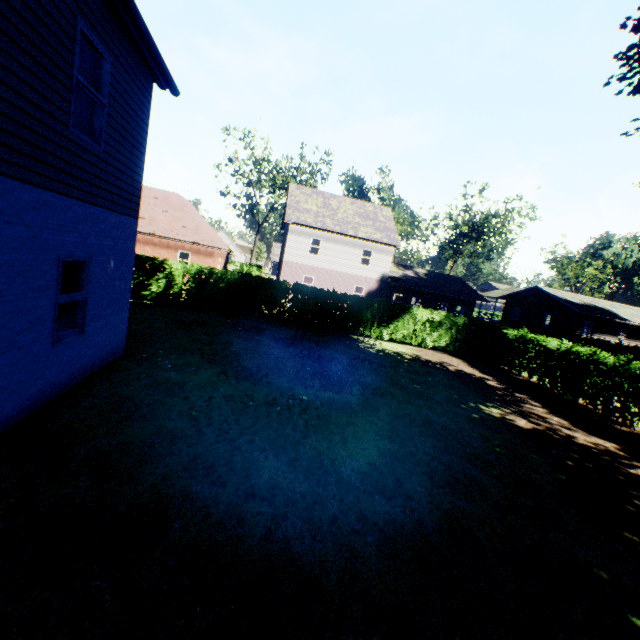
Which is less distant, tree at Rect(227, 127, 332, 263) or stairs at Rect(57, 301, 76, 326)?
stairs at Rect(57, 301, 76, 326)

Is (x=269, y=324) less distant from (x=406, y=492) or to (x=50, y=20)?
(x=406, y=492)

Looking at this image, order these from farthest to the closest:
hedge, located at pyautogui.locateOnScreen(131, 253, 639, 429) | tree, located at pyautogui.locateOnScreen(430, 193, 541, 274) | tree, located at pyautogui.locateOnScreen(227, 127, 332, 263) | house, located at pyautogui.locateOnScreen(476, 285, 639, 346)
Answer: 1. tree, located at pyautogui.locateOnScreen(430, 193, 541, 274)
2. tree, located at pyautogui.locateOnScreen(227, 127, 332, 263)
3. house, located at pyautogui.locateOnScreen(476, 285, 639, 346)
4. hedge, located at pyautogui.locateOnScreen(131, 253, 639, 429)

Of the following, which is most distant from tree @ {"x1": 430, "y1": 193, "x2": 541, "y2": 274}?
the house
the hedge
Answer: the house

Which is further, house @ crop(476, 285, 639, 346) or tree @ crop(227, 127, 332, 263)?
tree @ crop(227, 127, 332, 263)

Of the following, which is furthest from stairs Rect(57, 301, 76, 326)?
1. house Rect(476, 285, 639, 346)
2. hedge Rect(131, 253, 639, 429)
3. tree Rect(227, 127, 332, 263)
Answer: house Rect(476, 285, 639, 346)

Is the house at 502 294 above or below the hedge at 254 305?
above

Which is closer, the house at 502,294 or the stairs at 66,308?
the stairs at 66,308
